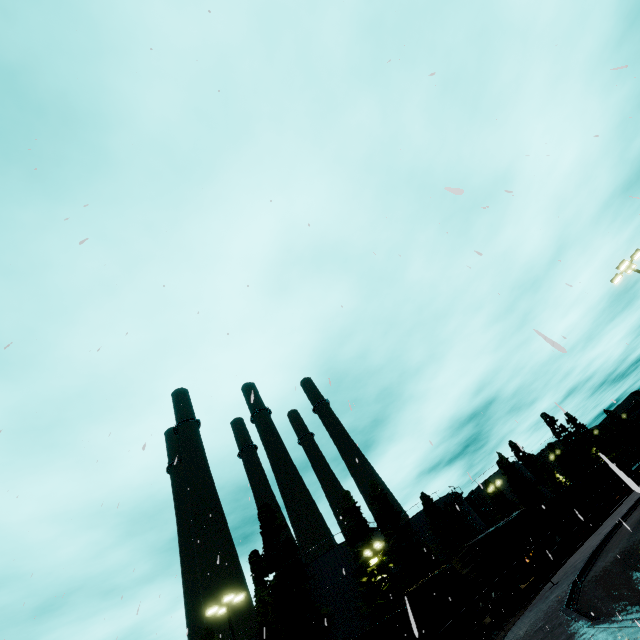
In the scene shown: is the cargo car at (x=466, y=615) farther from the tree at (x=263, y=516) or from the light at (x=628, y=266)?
the light at (x=628, y=266)

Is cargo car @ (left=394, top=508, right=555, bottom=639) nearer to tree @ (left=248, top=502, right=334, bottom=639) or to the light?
tree @ (left=248, top=502, right=334, bottom=639)

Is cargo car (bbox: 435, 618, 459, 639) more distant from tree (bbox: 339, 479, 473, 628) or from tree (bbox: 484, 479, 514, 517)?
tree (bbox: 484, 479, 514, 517)

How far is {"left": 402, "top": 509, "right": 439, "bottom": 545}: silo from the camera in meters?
48.2 m

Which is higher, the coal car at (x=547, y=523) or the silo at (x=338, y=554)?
the silo at (x=338, y=554)

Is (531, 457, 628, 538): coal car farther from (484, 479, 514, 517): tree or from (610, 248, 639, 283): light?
(484, 479, 514, 517): tree

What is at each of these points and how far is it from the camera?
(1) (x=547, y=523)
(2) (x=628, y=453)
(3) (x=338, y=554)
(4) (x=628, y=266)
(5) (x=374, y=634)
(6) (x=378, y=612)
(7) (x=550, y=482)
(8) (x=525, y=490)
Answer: (1) coal car, 34.9m
(2) cargo container, 53.7m
(3) silo, 38.2m
(4) light, 21.2m
(5) coal car, 21.6m
(6) tree, 30.4m
(7) tree, 57.3m
(8) tree, 53.7m

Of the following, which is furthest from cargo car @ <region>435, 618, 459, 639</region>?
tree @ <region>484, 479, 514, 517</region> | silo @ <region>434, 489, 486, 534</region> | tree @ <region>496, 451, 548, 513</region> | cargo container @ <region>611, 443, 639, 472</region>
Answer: cargo container @ <region>611, 443, 639, 472</region>
